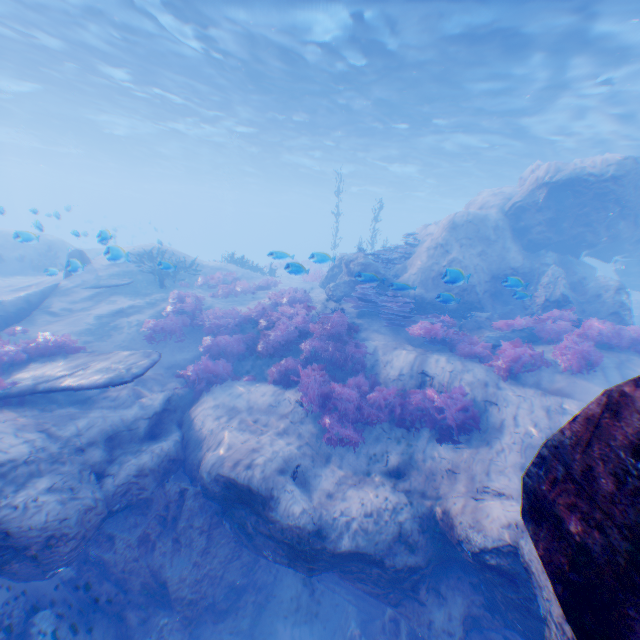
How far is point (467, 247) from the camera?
13.3 meters

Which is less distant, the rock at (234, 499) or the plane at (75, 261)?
the rock at (234, 499)

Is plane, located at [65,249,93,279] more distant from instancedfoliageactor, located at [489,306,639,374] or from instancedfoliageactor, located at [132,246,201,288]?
instancedfoliageactor, located at [132,246,201,288]

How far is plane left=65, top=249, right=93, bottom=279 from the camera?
8.9m

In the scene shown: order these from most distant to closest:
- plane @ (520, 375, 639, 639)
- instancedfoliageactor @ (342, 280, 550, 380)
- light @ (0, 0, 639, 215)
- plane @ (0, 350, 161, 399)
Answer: light @ (0, 0, 639, 215)
instancedfoliageactor @ (342, 280, 550, 380)
plane @ (0, 350, 161, 399)
plane @ (520, 375, 639, 639)

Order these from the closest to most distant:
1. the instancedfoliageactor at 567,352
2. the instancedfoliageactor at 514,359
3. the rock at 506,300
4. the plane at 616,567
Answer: the plane at 616,567
the instancedfoliageactor at 567,352
the instancedfoliageactor at 514,359
the rock at 506,300

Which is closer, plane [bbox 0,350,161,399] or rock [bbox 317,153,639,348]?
plane [bbox 0,350,161,399]

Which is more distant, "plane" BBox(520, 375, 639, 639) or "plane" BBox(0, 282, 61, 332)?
"plane" BBox(0, 282, 61, 332)
